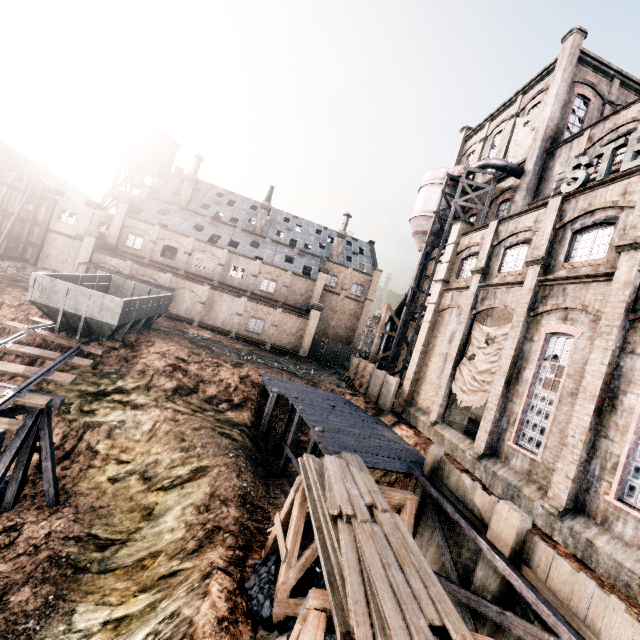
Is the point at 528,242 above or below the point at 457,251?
below

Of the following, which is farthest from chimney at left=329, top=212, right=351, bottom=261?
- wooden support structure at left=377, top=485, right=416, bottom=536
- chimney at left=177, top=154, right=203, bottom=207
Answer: wooden support structure at left=377, top=485, right=416, bottom=536

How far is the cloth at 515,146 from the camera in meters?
27.5

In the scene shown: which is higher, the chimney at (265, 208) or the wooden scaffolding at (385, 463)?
the chimney at (265, 208)

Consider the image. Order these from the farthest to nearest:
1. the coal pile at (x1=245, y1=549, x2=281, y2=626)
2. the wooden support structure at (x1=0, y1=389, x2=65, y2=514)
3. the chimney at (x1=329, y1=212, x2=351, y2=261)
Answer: the chimney at (x1=329, y1=212, x2=351, y2=261) < the wooden support structure at (x1=0, y1=389, x2=65, y2=514) < the coal pile at (x1=245, y1=549, x2=281, y2=626)

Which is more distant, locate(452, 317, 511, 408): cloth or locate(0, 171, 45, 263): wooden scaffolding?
locate(0, 171, 45, 263): wooden scaffolding

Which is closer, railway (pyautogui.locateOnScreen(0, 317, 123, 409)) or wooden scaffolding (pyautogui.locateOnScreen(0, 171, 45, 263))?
railway (pyautogui.locateOnScreen(0, 317, 123, 409))

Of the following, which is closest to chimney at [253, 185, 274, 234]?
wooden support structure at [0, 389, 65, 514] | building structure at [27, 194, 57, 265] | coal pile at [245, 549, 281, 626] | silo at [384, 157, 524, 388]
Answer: silo at [384, 157, 524, 388]
